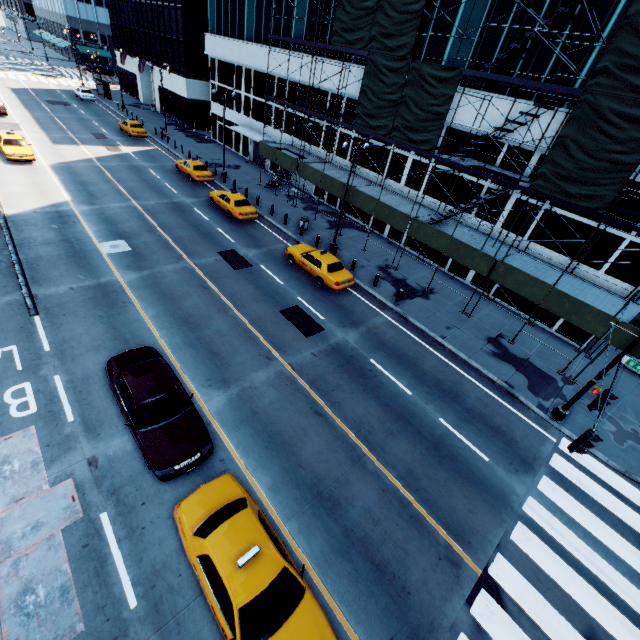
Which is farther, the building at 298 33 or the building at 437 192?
the building at 298 33

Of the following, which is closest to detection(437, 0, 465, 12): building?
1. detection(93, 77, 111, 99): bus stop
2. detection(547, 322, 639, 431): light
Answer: detection(547, 322, 639, 431): light

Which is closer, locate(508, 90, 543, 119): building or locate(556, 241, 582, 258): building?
locate(508, 90, 543, 119): building

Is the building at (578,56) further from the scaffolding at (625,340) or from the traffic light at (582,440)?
the traffic light at (582,440)

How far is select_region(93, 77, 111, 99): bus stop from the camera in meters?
50.8 m

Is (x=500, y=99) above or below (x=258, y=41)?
below

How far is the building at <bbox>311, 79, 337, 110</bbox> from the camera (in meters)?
26.91

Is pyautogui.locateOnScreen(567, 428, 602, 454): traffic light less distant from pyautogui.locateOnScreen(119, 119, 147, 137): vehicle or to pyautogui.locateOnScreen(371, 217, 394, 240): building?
pyautogui.locateOnScreen(371, 217, 394, 240): building
